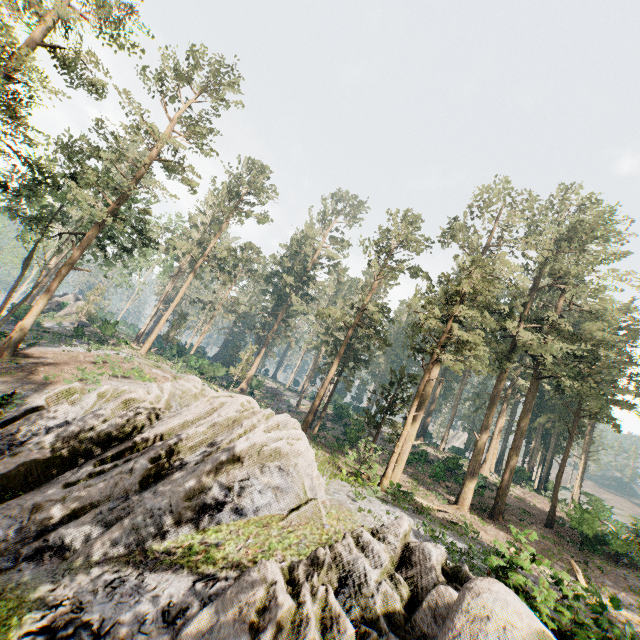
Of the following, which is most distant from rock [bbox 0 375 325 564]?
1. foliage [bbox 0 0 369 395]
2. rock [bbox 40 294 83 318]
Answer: rock [bbox 40 294 83 318]

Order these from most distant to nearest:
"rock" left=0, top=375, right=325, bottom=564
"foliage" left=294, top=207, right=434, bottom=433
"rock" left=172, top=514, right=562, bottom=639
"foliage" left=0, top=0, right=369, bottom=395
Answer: "foliage" left=294, top=207, right=434, bottom=433
"foliage" left=0, top=0, right=369, bottom=395
"rock" left=0, top=375, right=325, bottom=564
"rock" left=172, top=514, right=562, bottom=639

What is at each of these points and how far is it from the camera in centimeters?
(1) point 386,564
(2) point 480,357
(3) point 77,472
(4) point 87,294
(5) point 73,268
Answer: (1) rock, 816cm
(2) foliage, 2358cm
(3) rock, 1069cm
(4) foliage, 4625cm
(5) foliage, 2606cm

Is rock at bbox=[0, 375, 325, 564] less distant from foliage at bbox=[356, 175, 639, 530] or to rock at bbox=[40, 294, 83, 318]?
foliage at bbox=[356, 175, 639, 530]

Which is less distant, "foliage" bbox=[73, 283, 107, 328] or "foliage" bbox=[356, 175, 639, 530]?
"foliage" bbox=[356, 175, 639, 530]

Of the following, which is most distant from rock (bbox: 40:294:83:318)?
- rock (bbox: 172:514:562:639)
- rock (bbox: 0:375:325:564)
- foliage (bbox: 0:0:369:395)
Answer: rock (bbox: 172:514:562:639)

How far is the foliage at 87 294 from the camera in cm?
4522
